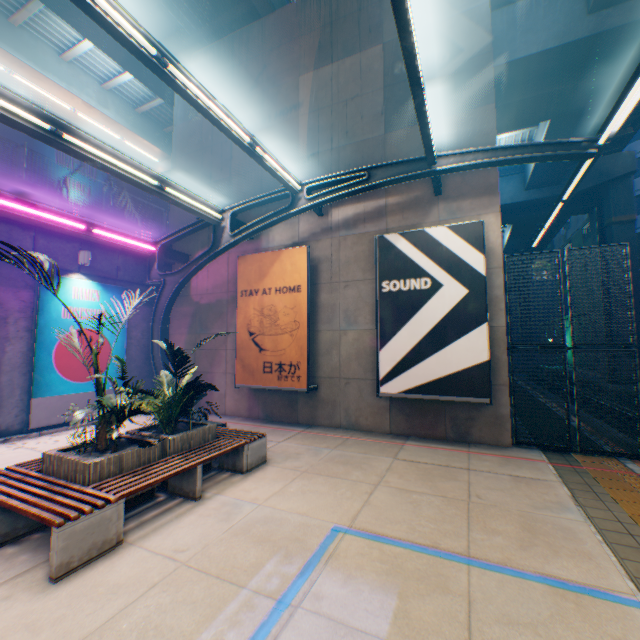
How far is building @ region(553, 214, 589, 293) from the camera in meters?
32.3 m

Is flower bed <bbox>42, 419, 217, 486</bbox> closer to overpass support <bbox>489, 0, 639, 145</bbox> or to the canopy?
the canopy

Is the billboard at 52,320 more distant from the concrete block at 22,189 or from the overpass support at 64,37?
the overpass support at 64,37

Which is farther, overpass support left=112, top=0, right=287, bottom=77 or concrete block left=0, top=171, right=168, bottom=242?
overpass support left=112, top=0, right=287, bottom=77

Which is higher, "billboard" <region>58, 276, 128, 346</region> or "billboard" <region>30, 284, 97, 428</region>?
"billboard" <region>58, 276, 128, 346</region>

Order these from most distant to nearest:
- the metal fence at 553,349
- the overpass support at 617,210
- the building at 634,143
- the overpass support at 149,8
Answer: the building at 634,143
the overpass support at 617,210
the overpass support at 149,8
the metal fence at 553,349

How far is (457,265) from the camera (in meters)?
7.93

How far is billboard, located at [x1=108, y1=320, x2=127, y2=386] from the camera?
10.8m
